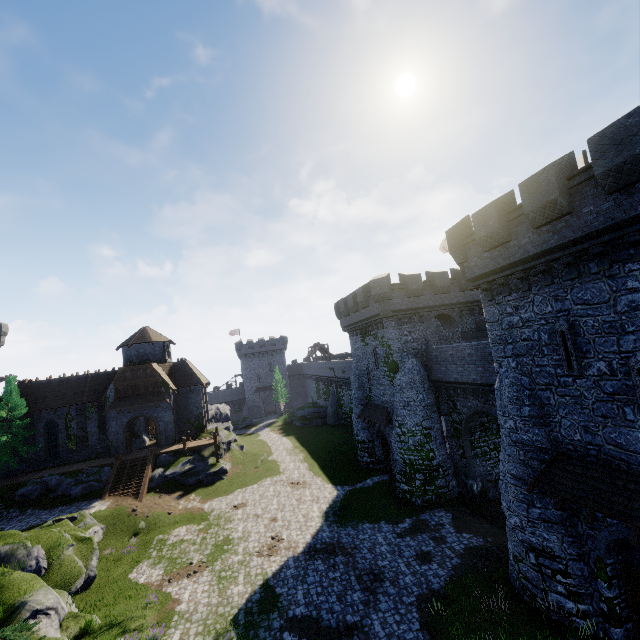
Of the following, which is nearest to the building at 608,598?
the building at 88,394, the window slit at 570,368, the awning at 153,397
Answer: the window slit at 570,368

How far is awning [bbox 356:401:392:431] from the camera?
26.59m

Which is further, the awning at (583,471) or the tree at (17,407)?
the tree at (17,407)

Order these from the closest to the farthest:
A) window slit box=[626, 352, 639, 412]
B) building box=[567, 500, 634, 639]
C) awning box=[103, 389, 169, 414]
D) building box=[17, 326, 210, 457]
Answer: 1. window slit box=[626, 352, 639, 412]
2. building box=[567, 500, 634, 639]
3. awning box=[103, 389, 169, 414]
4. building box=[17, 326, 210, 457]

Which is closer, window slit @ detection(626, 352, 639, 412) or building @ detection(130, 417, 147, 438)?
window slit @ detection(626, 352, 639, 412)

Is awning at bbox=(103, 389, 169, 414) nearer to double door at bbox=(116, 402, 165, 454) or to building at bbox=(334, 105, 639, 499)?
double door at bbox=(116, 402, 165, 454)

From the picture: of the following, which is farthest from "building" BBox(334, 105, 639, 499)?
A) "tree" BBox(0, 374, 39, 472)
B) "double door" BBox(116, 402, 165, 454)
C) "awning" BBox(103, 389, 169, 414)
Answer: "tree" BBox(0, 374, 39, 472)

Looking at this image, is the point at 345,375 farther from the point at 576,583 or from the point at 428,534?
the point at 576,583
